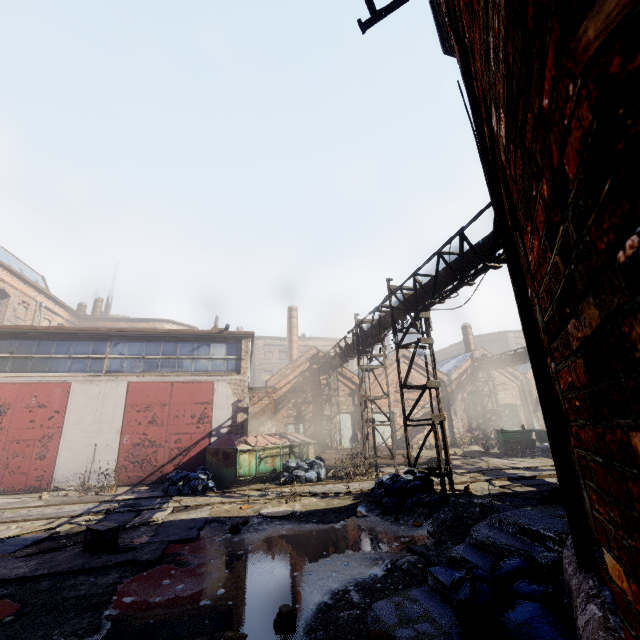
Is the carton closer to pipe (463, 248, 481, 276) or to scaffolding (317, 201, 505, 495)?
scaffolding (317, 201, 505, 495)

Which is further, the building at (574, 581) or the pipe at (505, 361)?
the pipe at (505, 361)

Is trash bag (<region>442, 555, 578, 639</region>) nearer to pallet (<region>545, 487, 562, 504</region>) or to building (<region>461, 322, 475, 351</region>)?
pallet (<region>545, 487, 562, 504</region>)

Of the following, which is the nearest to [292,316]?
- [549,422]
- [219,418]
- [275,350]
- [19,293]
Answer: [275,350]

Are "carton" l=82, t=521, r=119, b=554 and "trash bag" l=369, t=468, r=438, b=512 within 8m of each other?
yes

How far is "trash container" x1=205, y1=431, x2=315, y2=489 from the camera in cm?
1212

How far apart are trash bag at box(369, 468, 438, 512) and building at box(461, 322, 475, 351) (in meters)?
21.39

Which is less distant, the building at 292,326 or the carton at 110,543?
the carton at 110,543
